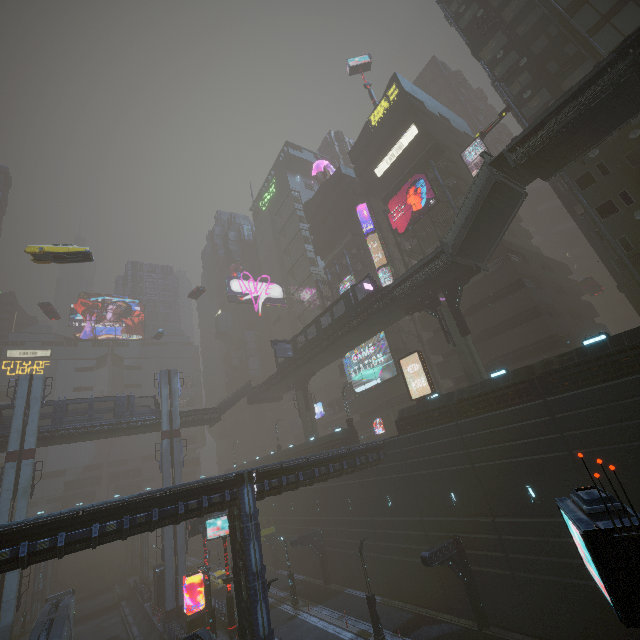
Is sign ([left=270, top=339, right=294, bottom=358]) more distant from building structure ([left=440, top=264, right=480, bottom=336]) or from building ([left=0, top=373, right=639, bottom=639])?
building structure ([left=440, top=264, right=480, bottom=336])

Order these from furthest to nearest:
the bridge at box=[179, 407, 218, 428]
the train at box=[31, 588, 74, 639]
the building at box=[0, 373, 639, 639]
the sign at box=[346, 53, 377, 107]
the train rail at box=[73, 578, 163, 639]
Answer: the sign at box=[346, 53, 377, 107] < the bridge at box=[179, 407, 218, 428] < the train rail at box=[73, 578, 163, 639] < the train at box=[31, 588, 74, 639] < the building at box=[0, 373, 639, 639]

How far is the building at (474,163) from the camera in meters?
42.7

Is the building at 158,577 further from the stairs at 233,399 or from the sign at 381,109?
the stairs at 233,399

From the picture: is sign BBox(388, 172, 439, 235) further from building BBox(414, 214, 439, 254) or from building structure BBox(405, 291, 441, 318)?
building structure BBox(405, 291, 441, 318)

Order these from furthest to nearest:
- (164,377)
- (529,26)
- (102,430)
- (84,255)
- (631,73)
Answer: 1. (164,377)
2. (102,430)
3. (529,26)
4. (84,255)
5. (631,73)

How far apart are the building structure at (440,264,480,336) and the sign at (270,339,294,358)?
21.0m

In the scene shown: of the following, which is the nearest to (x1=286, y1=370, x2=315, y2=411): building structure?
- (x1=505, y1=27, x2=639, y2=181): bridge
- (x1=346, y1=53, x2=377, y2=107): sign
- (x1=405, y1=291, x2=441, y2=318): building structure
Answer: (x1=405, y1=291, x2=441, y2=318): building structure
